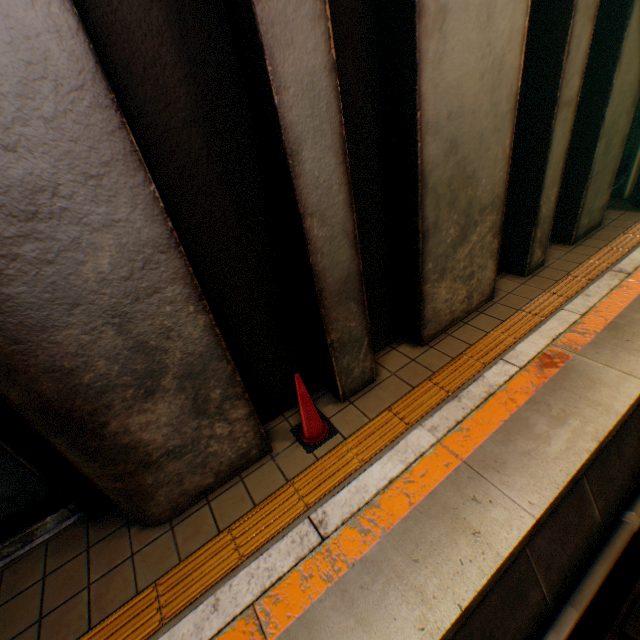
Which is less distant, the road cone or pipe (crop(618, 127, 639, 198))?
the road cone

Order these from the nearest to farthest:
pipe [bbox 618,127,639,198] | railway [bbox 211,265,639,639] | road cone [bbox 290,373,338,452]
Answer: railway [bbox 211,265,639,639] → road cone [bbox 290,373,338,452] → pipe [bbox 618,127,639,198]

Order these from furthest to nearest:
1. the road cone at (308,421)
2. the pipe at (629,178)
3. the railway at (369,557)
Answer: the pipe at (629,178) → the road cone at (308,421) → the railway at (369,557)

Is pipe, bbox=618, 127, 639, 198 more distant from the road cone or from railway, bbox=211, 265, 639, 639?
the road cone

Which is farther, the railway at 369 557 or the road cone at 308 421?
the road cone at 308 421

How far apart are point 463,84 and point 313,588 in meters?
4.4 m

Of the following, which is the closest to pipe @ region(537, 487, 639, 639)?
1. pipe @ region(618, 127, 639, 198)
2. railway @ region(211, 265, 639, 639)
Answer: railway @ region(211, 265, 639, 639)

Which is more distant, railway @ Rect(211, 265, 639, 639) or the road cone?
the road cone
